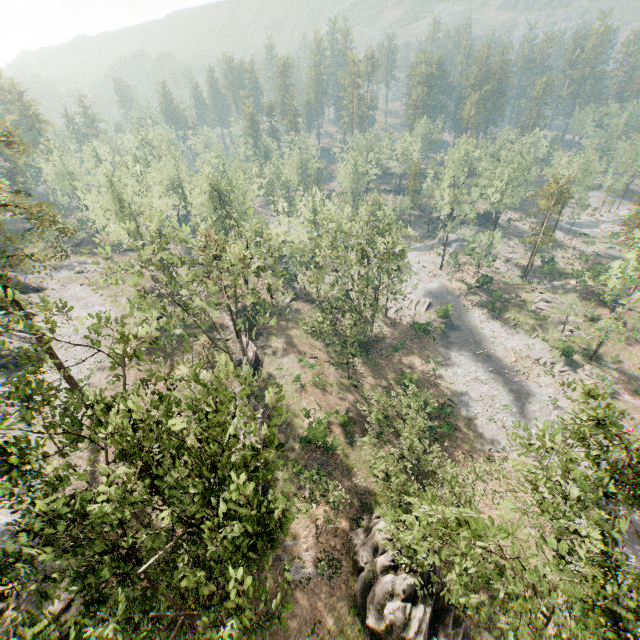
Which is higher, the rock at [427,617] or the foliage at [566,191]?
the foliage at [566,191]

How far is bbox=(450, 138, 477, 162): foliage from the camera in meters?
51.2

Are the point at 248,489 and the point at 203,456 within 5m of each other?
yes

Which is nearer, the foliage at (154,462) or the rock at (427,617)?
the foliage at (154,462)

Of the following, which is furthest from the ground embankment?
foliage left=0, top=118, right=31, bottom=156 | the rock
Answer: the rock

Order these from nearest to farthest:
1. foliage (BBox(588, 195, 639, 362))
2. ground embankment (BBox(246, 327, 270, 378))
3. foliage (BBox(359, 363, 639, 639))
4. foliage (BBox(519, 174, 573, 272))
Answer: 1. foliage (BBox(359, 363, 639, 639))
2. foliage (BBox(588, 195, 639, 362))
3. ground embankment (BBox(246, 327, 270, 378))
4. foliage (BBox(519, 174, 573, 272))

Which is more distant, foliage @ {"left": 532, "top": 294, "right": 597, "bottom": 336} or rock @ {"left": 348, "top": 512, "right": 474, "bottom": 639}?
foliage @ {"left": 532, "top": 294, "right": 597, "bottom": 336}
